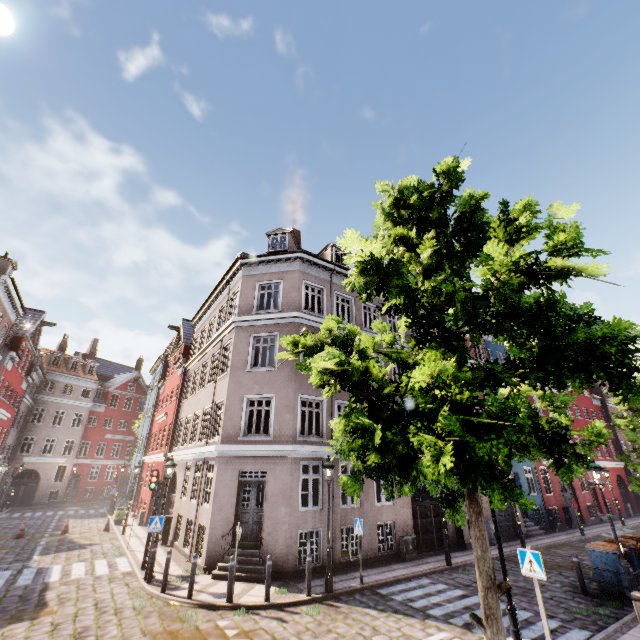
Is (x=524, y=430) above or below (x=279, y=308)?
below

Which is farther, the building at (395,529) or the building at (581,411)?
the building at (581,411)

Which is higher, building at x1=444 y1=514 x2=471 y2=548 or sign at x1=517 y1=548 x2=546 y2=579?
sign at x1=517 y1=548 x2=546 y2=579

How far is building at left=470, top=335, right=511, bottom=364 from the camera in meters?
23.5

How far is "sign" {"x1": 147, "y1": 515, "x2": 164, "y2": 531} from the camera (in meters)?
11.54

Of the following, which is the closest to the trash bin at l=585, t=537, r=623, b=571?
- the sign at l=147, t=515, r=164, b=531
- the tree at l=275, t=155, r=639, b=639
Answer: the tree at l=275, t=155, r=639, b=639

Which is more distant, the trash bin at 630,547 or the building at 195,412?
the building at 195,412

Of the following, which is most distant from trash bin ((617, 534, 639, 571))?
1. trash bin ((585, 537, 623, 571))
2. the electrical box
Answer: the electrical box
